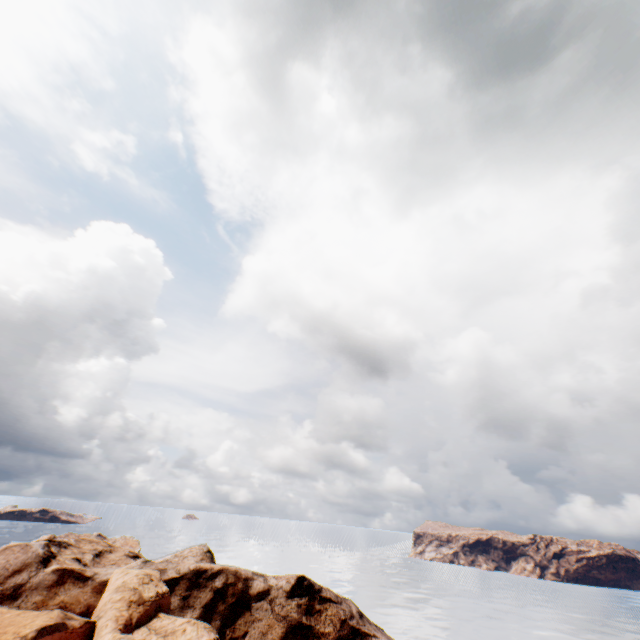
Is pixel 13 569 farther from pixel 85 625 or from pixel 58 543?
pixel 85 625
